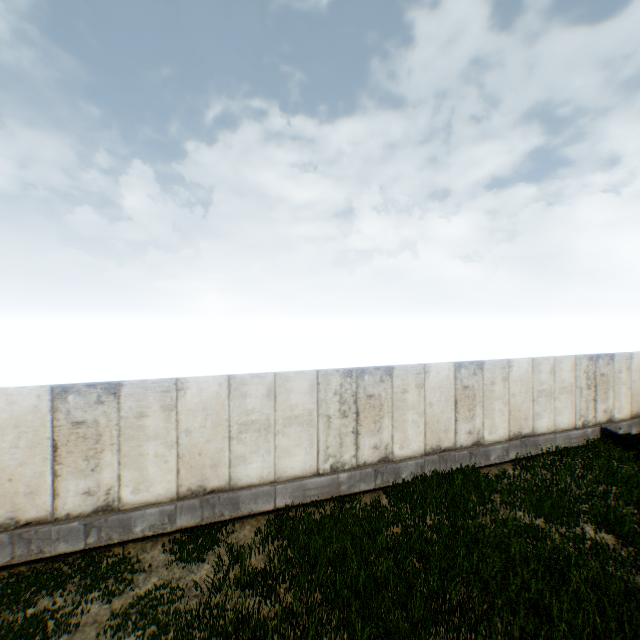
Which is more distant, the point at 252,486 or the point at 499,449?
the point at 499,449
